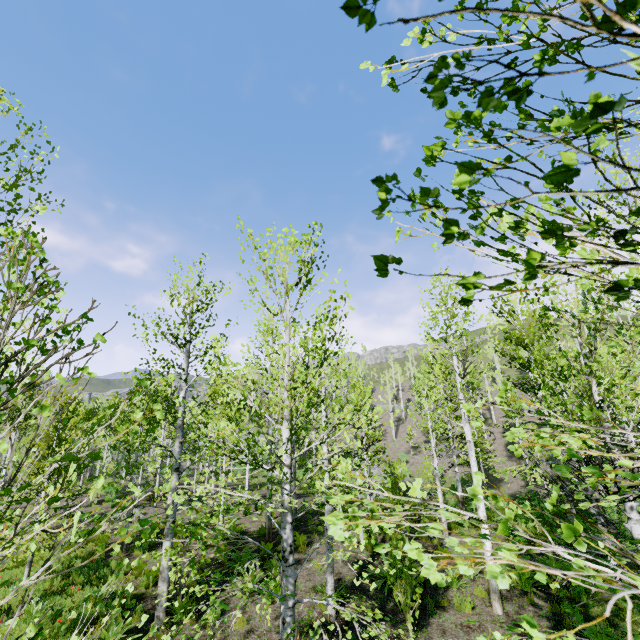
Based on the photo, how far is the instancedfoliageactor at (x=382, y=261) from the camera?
0.80m

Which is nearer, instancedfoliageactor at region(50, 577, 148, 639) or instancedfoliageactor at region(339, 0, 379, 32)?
instancedfoliageactor at region(339, 0, 379, 32)

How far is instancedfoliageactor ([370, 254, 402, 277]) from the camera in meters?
0.8 m

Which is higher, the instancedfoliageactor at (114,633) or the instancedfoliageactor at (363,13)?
the instancedfoliageactor at (363,13)

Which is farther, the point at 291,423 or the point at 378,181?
the point at 291,423

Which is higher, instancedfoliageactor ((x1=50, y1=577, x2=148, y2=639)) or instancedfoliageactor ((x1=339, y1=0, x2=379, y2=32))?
instancedfoliageactor ((x1=339, y1=0, x2=379, y2=32))
